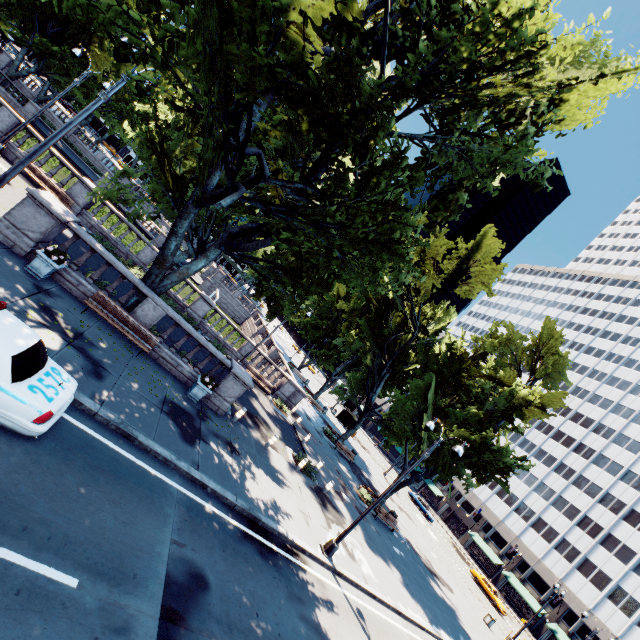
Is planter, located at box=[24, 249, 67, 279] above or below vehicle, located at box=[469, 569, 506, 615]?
below

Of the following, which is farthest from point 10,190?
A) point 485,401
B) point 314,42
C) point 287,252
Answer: point 485,401

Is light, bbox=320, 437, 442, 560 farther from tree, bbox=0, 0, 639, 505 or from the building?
the building

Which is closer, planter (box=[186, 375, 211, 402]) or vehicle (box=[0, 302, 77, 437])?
vehicle (box=[0, 302, 77, 437])

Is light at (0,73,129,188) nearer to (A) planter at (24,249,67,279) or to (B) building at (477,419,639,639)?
(A) planter at (24,249,67,279)

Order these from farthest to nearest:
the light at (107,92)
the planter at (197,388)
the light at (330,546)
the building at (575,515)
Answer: the building at (575,515), the planter at (197,388), the light at (330,546), the light at (107,92)

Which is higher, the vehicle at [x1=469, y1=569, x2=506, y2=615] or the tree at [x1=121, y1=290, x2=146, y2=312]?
the tree at [x1=121, y1=290, x2=146, y2=312]

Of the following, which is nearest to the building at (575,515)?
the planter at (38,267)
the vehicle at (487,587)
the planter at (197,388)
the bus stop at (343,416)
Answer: the bus stop at (343,416)
